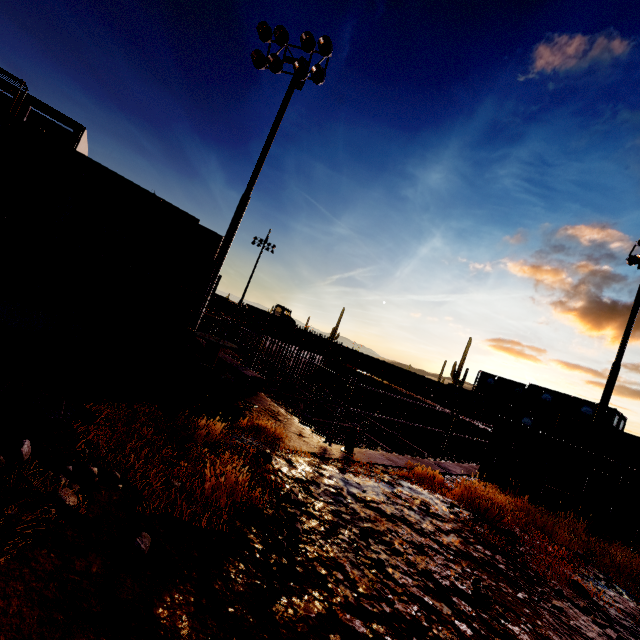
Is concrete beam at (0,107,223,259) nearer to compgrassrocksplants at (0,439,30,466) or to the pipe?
the pipe

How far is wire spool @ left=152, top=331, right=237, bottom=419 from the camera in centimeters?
441cm

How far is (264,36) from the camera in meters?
11.5

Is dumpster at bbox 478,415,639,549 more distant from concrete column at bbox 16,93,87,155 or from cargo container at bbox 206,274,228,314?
cargo container at bbox 206,274,228,314

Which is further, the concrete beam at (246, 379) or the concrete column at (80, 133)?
the concrete column at (80, 133)

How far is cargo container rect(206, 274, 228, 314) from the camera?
42.0m

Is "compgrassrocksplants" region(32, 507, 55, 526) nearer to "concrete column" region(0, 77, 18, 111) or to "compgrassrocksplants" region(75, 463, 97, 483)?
"compgrassrocksplants" region(75, 463, 97, 483)

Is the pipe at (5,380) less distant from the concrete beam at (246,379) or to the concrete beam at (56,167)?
the concrete beam at (56,167)
